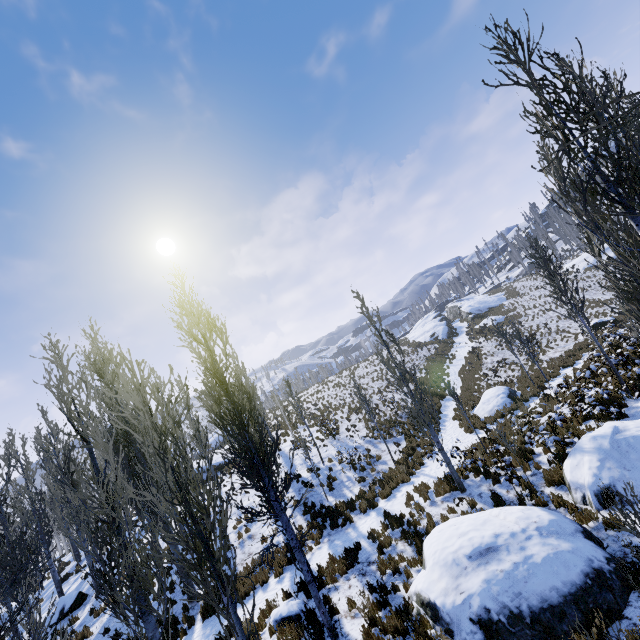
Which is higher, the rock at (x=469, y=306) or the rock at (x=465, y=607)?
the rock at (x=469, y=306)

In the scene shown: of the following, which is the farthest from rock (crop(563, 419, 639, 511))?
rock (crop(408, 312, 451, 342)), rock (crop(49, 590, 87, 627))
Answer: rock (crop(408, 312, 451, 342))

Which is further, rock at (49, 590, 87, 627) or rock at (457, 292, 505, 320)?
rock at (457, 292, 505, 320)

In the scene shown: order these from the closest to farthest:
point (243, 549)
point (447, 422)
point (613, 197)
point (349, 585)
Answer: point (613, 197) → point (349, 585) → point (243, 549) → point (447, 422)

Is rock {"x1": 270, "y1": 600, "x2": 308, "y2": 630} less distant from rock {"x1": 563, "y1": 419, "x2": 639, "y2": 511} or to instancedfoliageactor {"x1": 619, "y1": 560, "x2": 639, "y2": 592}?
instancedfoliageactor {"x1": 619, "y1": 560, "x2": 639, "y2": 592}

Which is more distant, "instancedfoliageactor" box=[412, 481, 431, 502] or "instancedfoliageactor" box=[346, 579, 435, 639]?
"instancedfoliageactor" box=[412, 481, 431, 502]

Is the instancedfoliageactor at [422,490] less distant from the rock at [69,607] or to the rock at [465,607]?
the rock at [69,607]

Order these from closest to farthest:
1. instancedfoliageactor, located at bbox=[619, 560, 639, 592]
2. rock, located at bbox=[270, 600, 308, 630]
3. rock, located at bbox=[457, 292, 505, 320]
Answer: instancedfoliageactor, located at bbox=[619, 560, 639, 592] < rock, located at bbox=[270, 600, 308, 630] < rock, located at bbox=[457, 292, 505, 320]
